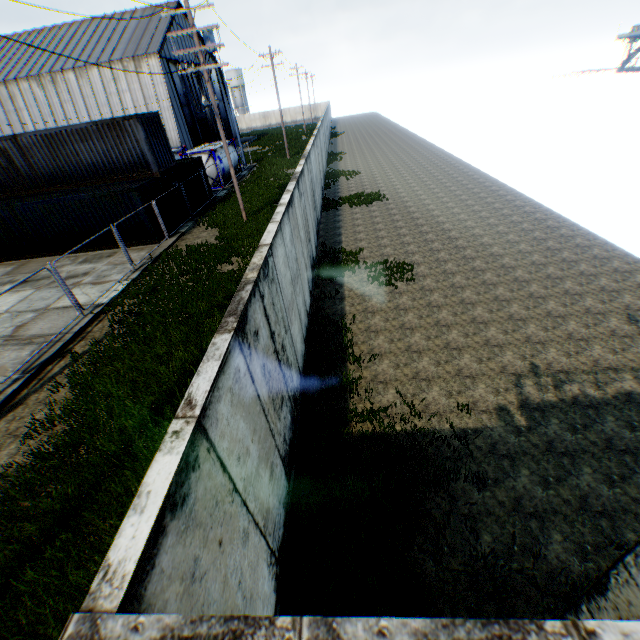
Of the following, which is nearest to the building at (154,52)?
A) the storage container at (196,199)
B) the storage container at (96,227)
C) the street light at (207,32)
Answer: the storage container at (196,199)

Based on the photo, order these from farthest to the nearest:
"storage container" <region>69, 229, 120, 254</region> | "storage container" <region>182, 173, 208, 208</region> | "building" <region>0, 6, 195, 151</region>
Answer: "building" <region>0, 6, 195, 151</region> → "storage container" <region>182, 173, 208, 208</region> → "storage container" <region>69, 229, 120, 254</region>

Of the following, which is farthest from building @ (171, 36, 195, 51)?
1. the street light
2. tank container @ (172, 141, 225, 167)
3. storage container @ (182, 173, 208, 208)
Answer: the street light

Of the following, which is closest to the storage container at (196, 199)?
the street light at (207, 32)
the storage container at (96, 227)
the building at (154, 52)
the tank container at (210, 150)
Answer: the storage container at (96, 227)

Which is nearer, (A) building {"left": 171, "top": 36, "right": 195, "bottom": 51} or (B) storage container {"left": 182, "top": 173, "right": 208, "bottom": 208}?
(B) storage container {"left": 182, "top": 173, "right": 208, "bottom": 208}

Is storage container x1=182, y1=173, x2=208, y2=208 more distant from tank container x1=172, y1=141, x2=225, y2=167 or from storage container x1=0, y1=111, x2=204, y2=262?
tank container x1=172, y1=141, x2=225, y2=167

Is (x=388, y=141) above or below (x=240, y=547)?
below

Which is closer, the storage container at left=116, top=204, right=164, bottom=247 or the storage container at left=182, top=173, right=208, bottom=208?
the storage container at left=116, top=204, right=164, bottom=247
